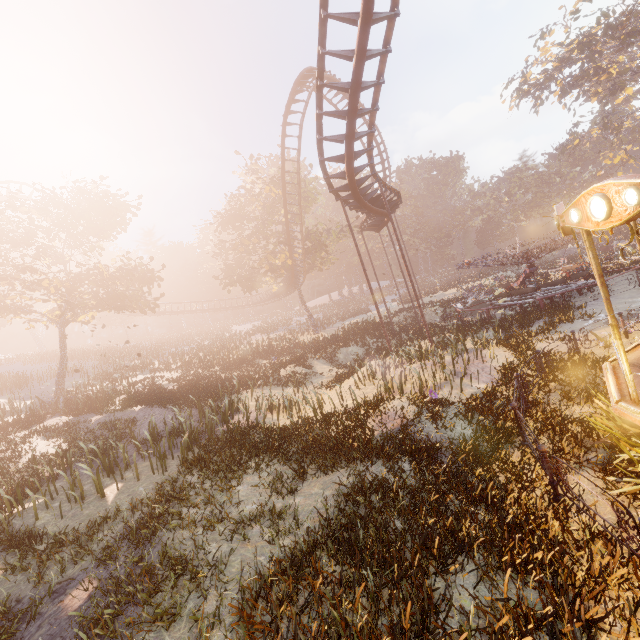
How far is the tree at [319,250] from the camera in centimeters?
3362cm

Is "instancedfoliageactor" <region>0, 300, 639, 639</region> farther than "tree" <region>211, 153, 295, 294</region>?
No

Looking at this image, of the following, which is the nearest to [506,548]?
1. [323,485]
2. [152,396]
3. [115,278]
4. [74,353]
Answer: [323,485]

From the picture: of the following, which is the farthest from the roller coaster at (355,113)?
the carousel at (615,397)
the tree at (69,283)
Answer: the tree at (69,283)

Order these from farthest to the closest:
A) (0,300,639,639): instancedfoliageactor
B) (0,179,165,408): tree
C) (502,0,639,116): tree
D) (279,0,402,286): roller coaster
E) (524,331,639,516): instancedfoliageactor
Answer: (502,0,639,116): tree < (0,179,165,408): tree < (279,0,402,286): roller coaster < (524,331,639,516): instancedfoliageactor < (0,300,639,639): instancedfoliageactor

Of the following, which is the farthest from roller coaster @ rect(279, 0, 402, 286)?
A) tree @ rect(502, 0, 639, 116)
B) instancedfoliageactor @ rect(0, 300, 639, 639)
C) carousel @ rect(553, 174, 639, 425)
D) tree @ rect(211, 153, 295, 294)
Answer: tree @ rect(502, 0, 639, 116)

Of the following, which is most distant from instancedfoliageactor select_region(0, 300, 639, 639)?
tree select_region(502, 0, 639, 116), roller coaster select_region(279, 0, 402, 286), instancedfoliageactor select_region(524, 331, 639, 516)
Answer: tree select_region(502, 0, 639, 116)

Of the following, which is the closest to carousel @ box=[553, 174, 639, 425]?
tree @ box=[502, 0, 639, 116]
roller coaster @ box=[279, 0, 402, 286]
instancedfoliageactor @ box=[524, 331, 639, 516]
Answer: instancedfoliageactor @ box=[524, 331, 639, 516]
